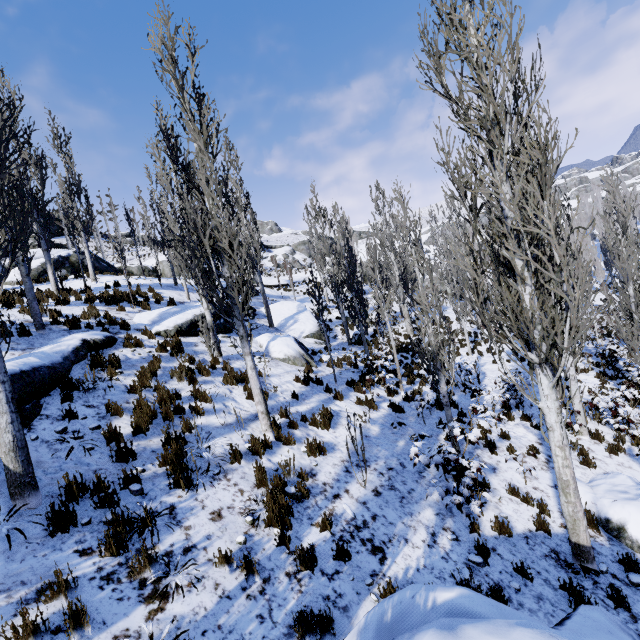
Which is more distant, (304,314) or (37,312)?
(304,314)

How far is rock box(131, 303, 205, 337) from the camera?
11.3m

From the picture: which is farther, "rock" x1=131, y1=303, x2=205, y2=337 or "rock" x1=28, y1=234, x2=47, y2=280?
"rock" x1=28, y1=234, x2=47, y2=280

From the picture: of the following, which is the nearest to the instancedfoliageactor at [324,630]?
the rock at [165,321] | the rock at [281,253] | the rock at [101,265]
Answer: the rock at [165,321]

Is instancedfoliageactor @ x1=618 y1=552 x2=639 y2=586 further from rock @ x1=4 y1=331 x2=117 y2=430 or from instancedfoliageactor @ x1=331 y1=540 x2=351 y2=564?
rock @ x1=4 y1=331 x2=117 y2=430

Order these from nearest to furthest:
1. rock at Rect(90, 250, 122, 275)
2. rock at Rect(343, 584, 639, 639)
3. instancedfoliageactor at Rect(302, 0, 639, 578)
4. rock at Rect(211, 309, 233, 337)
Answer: rock at Rect(343, 584, 639, 639) < instancedfoliageactor at Rect(302, 0, 639, 578) < rock at Rect(211, 309, 233, 337) < rock at Rect(90, 250, 122, 275)

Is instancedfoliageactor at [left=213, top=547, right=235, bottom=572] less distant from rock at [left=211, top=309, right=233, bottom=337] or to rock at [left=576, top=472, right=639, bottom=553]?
rock at [left=211, top=309, right=233, bottom=337]

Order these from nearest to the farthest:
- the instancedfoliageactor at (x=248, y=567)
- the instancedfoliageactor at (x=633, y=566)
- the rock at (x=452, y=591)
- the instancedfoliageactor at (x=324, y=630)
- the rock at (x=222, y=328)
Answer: the rock at (x=452, y=591)
the instancedfoliageactor at (x=324, y=630)
the instancedfoliageactor at (x=248, y=567)
the instancedfoliageactor at (x=633, y=566)
the rock at (x=222, y=328)
